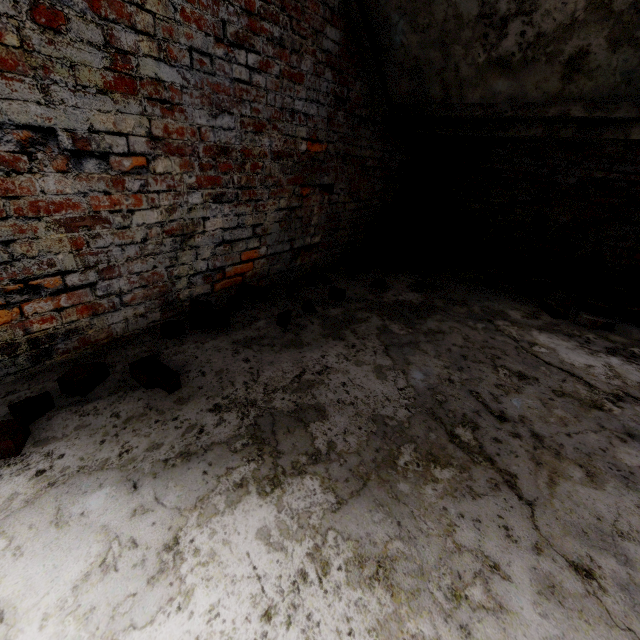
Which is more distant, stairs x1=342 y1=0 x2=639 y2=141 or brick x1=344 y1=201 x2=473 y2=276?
brick x1=344 y1=201 x2=473 y2=276

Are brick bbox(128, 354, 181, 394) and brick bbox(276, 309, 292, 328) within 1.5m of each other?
yes

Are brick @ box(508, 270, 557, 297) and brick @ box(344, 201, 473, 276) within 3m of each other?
yes

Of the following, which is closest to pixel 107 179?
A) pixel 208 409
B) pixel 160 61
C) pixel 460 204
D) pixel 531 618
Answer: pixel 160 61

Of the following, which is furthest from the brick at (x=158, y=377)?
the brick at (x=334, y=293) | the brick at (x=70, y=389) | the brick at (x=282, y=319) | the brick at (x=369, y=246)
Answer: the brick at (x=369, y=246)

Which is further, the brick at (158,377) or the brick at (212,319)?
the brick at (212,319)

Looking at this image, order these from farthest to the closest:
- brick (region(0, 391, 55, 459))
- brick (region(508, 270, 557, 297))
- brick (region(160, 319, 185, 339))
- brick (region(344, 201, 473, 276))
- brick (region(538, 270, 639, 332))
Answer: brick (region(344, 201, 473, 276)) → brick (region(508, 270, 557, 297)) → brick (region(538, 270, 639, 332)) → brick (region(160, 319, 185, 339)) → brick (region(0, 391, 55, 459))

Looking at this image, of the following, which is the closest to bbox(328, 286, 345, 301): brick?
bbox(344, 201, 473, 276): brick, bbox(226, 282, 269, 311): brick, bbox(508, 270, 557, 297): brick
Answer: bbox(226, 282, 269, 311): brick
